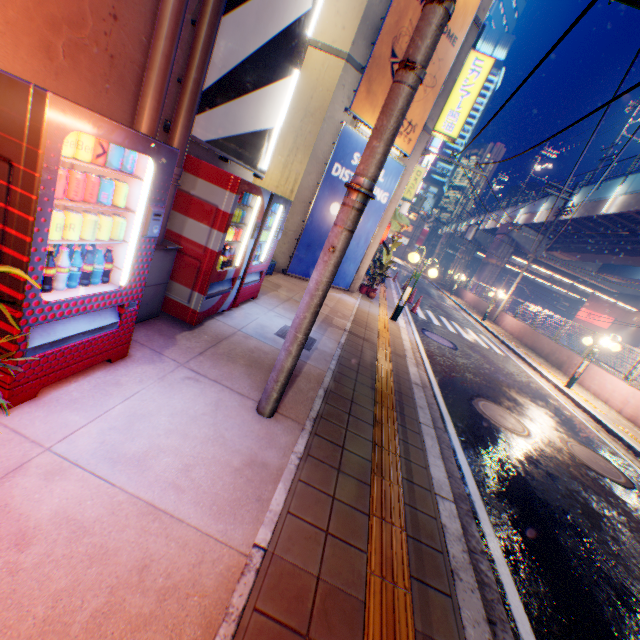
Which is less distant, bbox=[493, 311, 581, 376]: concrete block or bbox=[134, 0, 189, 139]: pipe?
bbox=[134, 0, 189, 139]: pipe

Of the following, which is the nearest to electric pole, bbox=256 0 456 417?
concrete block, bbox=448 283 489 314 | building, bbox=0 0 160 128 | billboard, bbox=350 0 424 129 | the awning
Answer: building, bbox=0 0 160 128

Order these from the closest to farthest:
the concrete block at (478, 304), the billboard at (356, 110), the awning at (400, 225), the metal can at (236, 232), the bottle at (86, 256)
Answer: the bottle at (86, 256) < the metal can at (236, 232) < the billboard at (356, 110) < the awning at (400, 225) < the concrete block at (478, 304)

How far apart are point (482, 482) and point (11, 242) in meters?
5.3 m

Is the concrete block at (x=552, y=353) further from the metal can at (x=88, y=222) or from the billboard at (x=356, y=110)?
the metal can at (x=88, y=222)

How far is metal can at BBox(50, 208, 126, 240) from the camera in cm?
212

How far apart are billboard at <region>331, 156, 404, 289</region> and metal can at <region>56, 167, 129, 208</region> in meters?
7.0 m

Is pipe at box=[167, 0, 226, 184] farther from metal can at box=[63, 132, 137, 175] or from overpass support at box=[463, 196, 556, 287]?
overpass support at box=[463, 196, 556, 287]
